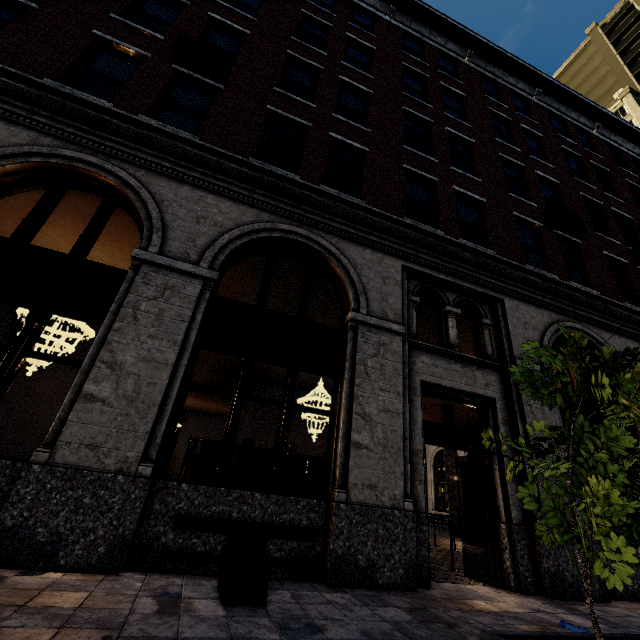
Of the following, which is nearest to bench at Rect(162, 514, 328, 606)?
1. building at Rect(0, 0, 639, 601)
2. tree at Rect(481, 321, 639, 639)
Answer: building at Rect(0, 0, 639, 601)

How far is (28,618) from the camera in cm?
244

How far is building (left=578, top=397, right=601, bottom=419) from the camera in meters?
7.9 m

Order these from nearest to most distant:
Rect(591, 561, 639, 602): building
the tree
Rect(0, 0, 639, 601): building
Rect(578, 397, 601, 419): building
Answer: the tree → Rect(0, 0, 639, 601): building → Rect(591, 561, 639, 602): building → Rect(578, 397, 601, 419): building

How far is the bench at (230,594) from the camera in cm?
331

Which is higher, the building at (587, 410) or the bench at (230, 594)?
the building at (587, 410)
